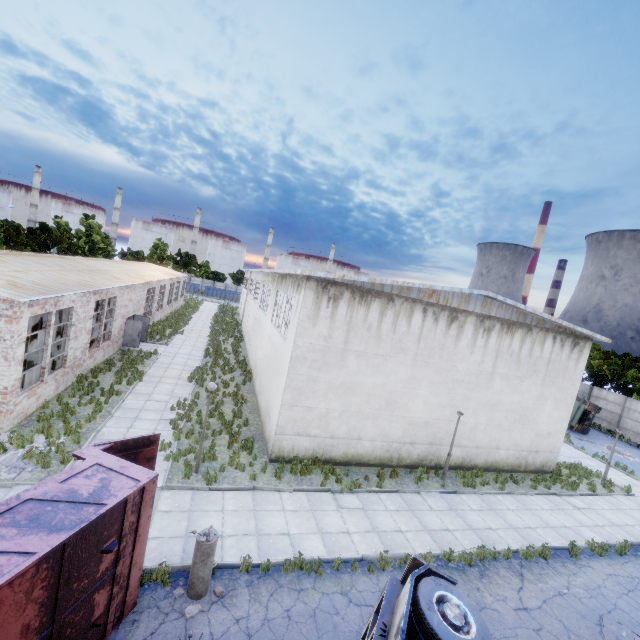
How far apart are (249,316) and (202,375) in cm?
1393

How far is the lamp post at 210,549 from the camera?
7.27m

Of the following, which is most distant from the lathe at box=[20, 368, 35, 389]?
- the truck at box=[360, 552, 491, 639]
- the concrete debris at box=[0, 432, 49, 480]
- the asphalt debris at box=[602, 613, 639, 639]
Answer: the asphalt debris at box=[602, 613, 639, 639]

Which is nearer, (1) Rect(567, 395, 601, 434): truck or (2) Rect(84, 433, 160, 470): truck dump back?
(2) Rect(84, 433, 160, 470): truck dump back

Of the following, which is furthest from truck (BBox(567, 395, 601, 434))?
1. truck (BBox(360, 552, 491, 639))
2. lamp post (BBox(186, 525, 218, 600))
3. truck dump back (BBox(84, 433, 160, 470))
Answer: truck dump back (BBox(84, 433, 160, 470))

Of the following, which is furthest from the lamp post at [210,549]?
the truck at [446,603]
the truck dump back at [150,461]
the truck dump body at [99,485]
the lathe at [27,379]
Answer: the lathe at [27,379]

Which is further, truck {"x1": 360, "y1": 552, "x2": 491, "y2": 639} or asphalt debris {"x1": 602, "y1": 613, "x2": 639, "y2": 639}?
asphalt debris {"x1": 602, "y1": 613, "x2": 639, "y2": 639}

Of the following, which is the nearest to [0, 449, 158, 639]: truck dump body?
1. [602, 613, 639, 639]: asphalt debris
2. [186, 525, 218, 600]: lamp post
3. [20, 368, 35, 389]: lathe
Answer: [186, 525, 218, 600]: lamp post
